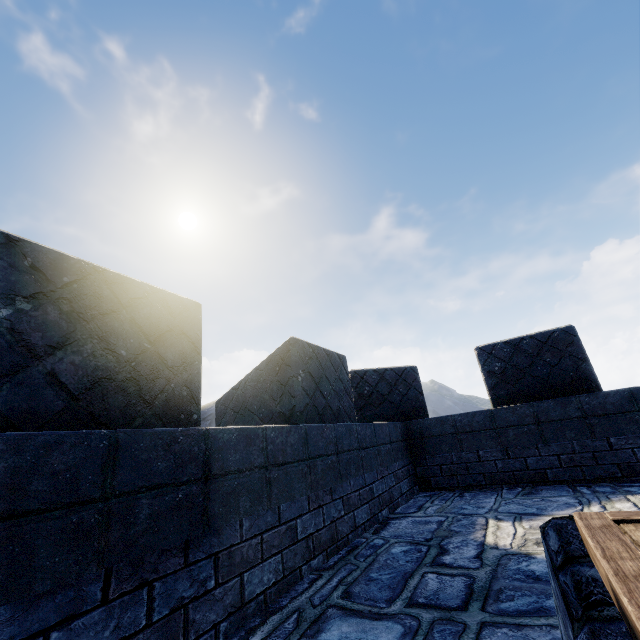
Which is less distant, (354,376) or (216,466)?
(216,466)
